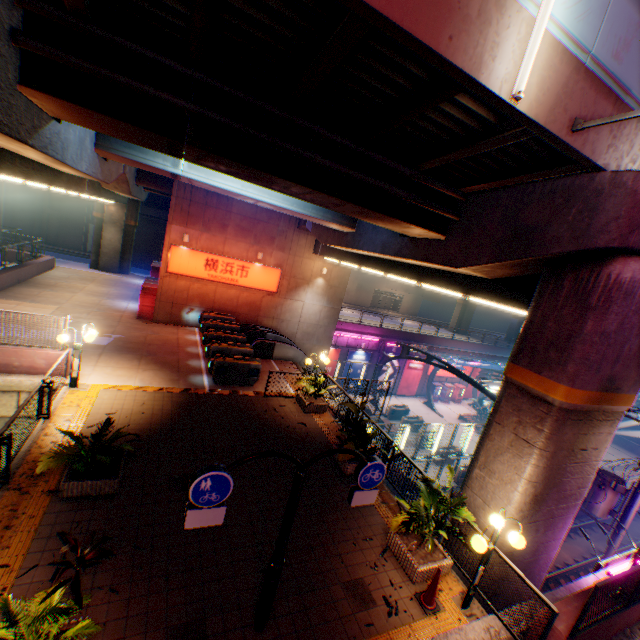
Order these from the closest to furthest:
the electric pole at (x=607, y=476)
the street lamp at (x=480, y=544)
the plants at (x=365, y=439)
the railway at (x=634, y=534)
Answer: the street lamp at (x=480, y=544) < the plants at (x=365, y=439) < the electric pole at (x=607, y=476) < the railway at (x=634, y=534)

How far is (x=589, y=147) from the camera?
5.8 meters

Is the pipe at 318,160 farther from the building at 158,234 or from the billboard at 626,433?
the billboard at 626,433

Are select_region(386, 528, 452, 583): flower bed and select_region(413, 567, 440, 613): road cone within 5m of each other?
yes

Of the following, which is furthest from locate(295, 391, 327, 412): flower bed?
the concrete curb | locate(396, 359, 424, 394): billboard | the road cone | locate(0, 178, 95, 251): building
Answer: locate(0, 178, 95, 251): building

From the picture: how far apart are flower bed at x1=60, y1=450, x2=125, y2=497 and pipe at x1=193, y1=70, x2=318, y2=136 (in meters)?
8.17

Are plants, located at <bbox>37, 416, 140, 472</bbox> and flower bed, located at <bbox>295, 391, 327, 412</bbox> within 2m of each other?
no

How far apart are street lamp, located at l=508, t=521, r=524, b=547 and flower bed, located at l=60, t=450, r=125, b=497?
7.47m
